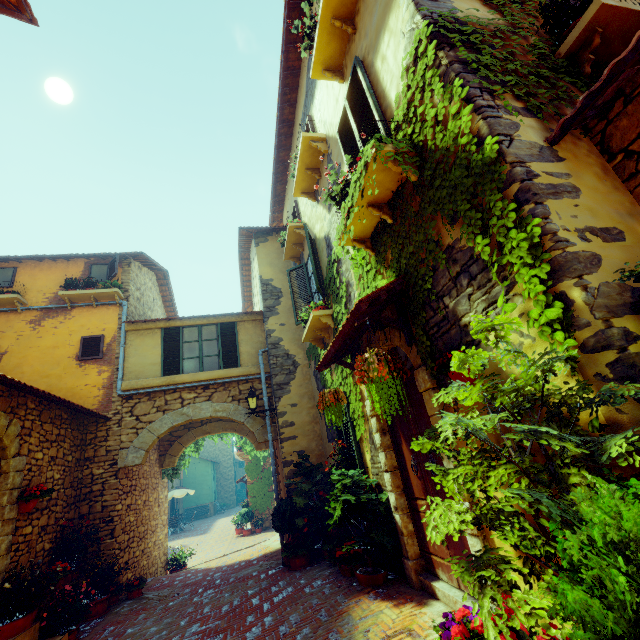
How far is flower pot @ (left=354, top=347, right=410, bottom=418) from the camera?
3.1 meters

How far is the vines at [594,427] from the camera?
1.76m

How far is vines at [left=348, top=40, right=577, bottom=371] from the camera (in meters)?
2.08

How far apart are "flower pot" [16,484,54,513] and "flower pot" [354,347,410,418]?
6.3m

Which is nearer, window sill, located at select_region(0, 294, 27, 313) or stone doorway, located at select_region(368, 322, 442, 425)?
stone doorway, located at select_region(368, 322, 442, 425)

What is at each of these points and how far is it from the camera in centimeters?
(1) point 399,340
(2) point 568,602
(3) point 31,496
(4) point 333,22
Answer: (1) stone doorway, 394cm
(2) potted tree, 117cm
(3) flower pot, 556cm
(4) window sill, 450cm

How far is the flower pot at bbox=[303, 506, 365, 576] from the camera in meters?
5.3 m

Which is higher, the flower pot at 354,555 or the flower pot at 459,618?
the flower pot at 459,618
